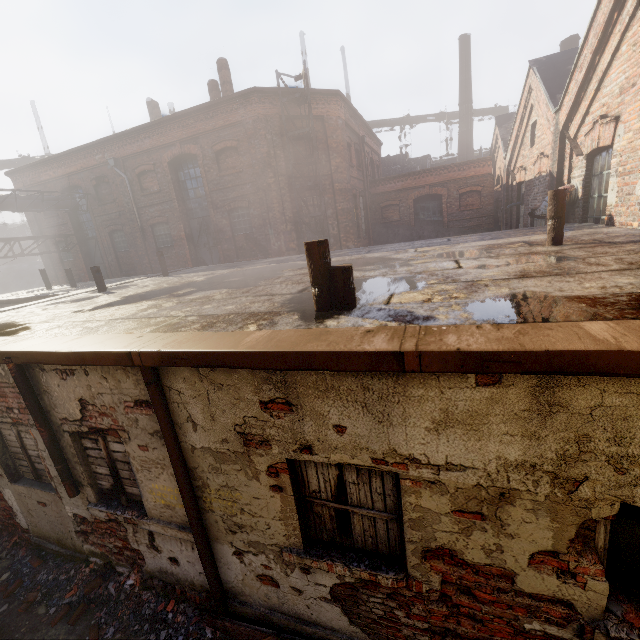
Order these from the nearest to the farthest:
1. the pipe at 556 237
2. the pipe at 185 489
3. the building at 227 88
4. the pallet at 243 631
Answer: the pipe at 185 489
the pallet at 243 631
the pipe at 556 237
the building at 227 88

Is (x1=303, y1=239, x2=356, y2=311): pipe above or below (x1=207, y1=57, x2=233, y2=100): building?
below

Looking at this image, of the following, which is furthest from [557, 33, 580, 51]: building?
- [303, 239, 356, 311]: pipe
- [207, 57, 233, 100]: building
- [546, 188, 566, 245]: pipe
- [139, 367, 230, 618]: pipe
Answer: [139, 367, 230, 618]: pipe

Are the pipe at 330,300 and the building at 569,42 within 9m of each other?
no

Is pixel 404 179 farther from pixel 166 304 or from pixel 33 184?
pixel 33 184

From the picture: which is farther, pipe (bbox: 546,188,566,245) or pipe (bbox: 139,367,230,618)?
pipe (bbox: 546,188,566,245)

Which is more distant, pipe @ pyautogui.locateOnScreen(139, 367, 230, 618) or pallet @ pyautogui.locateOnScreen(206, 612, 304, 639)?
pallet @ pyautogui.locateOnScreen(206, 612, 304, 639)

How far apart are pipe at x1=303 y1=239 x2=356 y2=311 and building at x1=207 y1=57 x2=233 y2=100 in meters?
15.8
